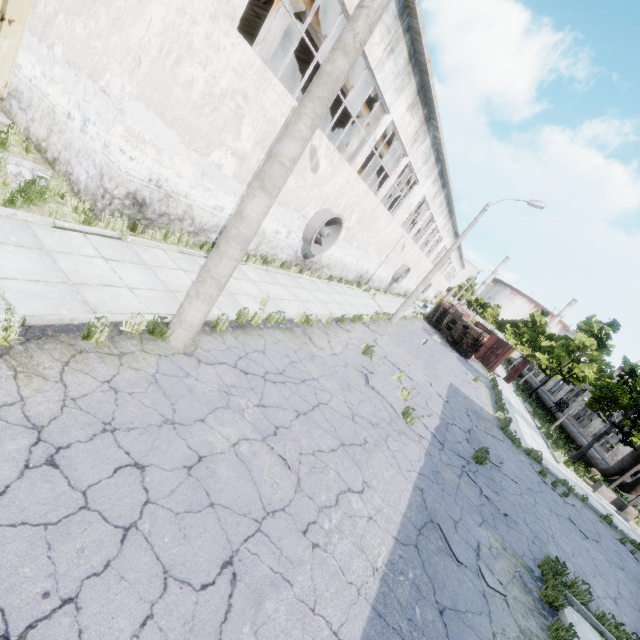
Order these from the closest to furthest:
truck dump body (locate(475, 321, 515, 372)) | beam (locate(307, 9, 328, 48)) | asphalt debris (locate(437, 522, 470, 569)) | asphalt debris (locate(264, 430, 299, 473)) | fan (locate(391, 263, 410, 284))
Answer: asphalt debris (locate(264, 430, 299, 473)) < asphalt debris (locate(437, 522, 470, 569)) < beam (locate(307, 9, 328, 48)) < fan (locate(391, 263, 410, 284)) < truck dump body (locate(475, 321, 515, 372))

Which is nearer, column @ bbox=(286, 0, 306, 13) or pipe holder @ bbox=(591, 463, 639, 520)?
column @ bbox=(286, 0, 306, 13)

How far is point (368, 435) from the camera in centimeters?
730cm

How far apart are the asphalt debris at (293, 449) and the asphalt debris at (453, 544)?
3.1 meters

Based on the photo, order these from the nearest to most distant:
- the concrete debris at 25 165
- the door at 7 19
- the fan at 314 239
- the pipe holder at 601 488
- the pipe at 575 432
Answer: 1. the concrete debris at 25 165
2. the door at 7 19
3. the fan at 314 239
4. the pipe holder at 601 488
5. the pipe at 575 432

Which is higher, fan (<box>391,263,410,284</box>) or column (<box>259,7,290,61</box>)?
column (<box>259,7,290,61</box>)

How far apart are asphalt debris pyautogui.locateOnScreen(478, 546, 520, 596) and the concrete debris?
11.78m

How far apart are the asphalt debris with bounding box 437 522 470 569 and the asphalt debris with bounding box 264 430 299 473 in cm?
308
